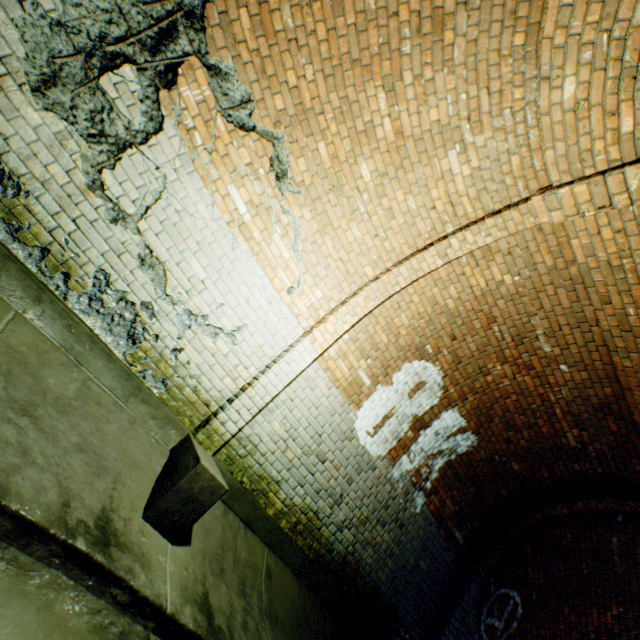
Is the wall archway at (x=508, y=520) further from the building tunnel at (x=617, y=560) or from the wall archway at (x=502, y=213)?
the wall archway at (x=502, y=213)

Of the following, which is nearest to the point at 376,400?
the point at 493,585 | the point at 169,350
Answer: the point at 169,350

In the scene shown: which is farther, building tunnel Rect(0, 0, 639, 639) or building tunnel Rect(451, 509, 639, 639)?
building tunnel Rect(451, 509, 639, 639)

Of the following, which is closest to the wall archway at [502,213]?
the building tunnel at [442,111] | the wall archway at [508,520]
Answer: the building tunnel at [442,111]

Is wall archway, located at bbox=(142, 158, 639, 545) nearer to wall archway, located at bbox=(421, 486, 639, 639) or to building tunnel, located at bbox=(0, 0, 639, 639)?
building tunnel, located at bbox=(0, 0, 639, 639)

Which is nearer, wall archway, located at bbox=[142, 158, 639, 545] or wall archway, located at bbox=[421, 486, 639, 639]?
wall archway, located at bbox=[142, 158, 639, 545]

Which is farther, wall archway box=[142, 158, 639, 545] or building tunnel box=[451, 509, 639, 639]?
building tunnel box=[451, 509, 639, 639]

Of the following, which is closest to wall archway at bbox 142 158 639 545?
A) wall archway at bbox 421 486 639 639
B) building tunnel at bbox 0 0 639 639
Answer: building tunnel at bbox 0 0 639 639
